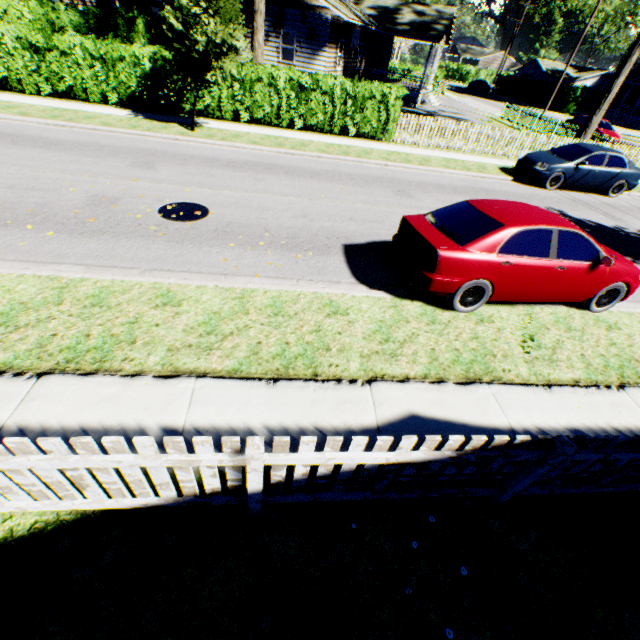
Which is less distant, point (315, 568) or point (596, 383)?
point (315, 568)

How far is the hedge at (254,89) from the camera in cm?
1388

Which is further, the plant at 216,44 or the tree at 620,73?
the tree at 620,73

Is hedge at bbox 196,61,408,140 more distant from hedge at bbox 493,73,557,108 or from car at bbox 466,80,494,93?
car at bbox 466,80,494,93

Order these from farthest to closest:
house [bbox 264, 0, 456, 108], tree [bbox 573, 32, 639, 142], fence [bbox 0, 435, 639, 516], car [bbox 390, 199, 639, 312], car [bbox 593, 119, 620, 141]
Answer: car [bbox 593, 119, 620, 141] → house [bbox 264, 0, 456, 108] → tree [bbox 573, 32, 639, 142] → car [bbox 390, 199, 639, 312] → fence [bbox 0, 435, 639, 516]

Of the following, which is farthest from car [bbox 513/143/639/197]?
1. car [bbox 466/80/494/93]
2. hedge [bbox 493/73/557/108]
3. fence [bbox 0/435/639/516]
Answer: car [bbox 466/80/494/93]

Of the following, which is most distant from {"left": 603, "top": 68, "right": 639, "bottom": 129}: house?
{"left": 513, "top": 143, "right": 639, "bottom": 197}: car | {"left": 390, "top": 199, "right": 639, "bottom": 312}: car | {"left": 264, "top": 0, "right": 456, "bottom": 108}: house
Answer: {"left": 390, "top": 199, "right": 639, "bottom": 312}: car

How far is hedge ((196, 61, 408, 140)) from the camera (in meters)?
13.88
